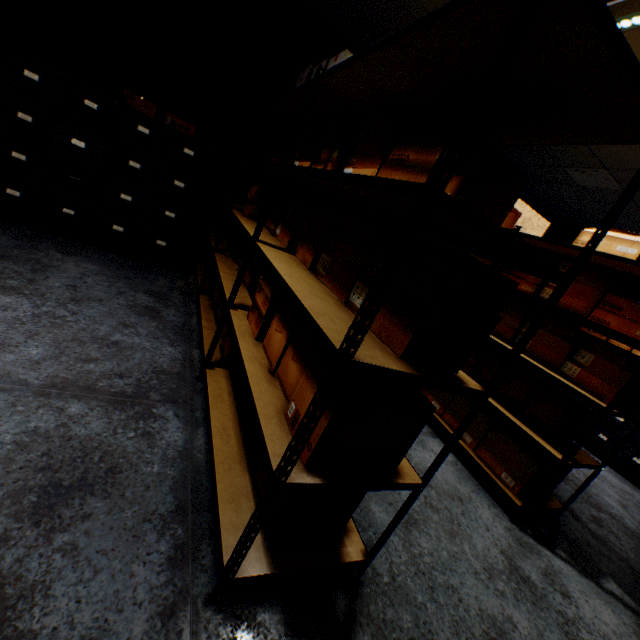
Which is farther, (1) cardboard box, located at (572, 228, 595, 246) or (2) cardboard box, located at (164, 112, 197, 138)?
(2) cardboard box, located at (164, 112, 197, 138)

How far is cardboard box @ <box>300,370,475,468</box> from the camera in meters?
0.9

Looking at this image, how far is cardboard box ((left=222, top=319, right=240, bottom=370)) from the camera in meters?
2.1

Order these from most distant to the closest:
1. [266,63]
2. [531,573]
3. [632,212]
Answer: [632,212] → [266,63] → [531,573]

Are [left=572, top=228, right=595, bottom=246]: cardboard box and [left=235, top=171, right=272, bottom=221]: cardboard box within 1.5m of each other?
no

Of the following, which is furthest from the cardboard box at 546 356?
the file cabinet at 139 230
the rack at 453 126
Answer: the file cabinet at 139 230

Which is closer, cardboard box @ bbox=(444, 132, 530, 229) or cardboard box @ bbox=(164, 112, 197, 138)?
cardboard box @ bbox=(444, 132, 530, 229)

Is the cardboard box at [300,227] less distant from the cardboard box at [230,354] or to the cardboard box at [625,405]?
the cardboard box at [230,354]
